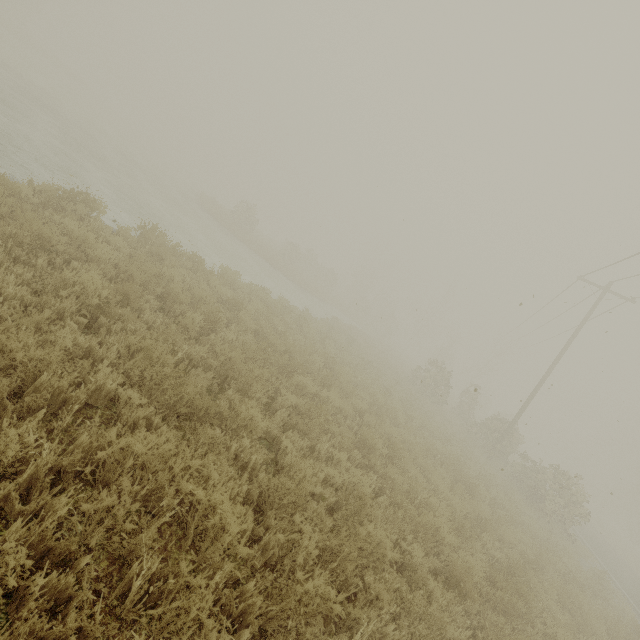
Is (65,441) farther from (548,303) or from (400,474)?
(548,303)

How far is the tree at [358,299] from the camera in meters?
37.9 m

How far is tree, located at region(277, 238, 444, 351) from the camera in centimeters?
3794cm
